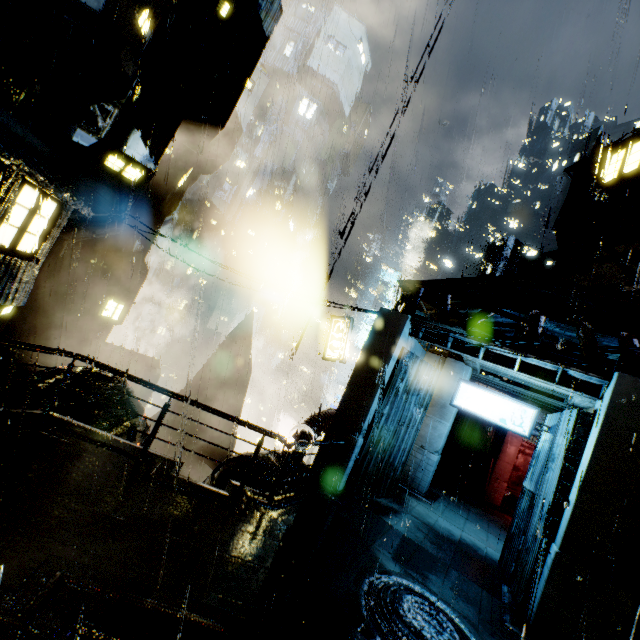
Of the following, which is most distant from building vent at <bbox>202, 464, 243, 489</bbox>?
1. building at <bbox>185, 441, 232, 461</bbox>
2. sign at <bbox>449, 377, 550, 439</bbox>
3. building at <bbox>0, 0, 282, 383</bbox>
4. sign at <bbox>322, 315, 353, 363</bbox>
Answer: sign at <bbox>449, 377, 550, 439</bbox>

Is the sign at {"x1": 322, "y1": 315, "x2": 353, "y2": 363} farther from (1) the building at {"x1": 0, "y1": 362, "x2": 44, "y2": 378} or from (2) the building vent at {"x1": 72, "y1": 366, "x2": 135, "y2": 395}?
(2) the building vent at {"x1": 72, "y1": 366, "x2": 135, "y2": 395}

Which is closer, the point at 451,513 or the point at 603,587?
the point at 603,587

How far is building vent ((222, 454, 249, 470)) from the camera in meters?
11.2 m

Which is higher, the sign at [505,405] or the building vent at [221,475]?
the sign at [505,405]

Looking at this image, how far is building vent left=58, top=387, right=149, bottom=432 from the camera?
12.3 meters

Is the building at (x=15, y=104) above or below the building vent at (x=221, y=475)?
above
